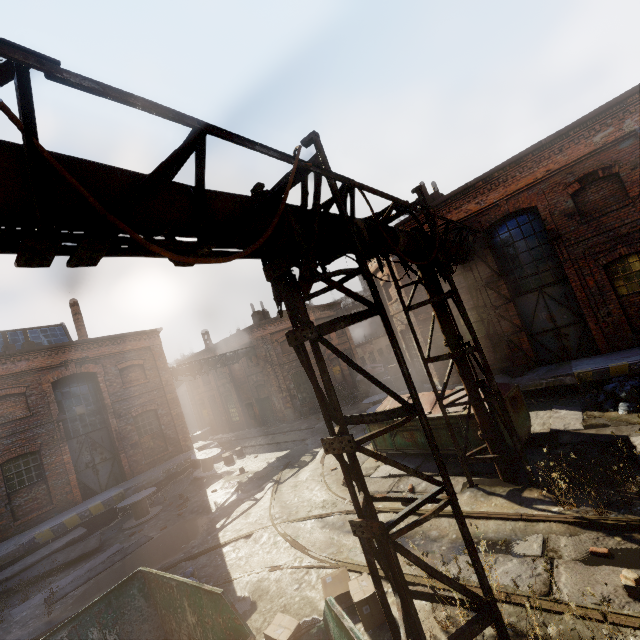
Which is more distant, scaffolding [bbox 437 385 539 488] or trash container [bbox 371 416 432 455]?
trash container [bbox 371 416 432 455]

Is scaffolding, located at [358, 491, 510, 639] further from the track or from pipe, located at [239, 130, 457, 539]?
the track

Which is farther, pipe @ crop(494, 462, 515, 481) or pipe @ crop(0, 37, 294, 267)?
pipe @ crop(494, 462, 515, 481)

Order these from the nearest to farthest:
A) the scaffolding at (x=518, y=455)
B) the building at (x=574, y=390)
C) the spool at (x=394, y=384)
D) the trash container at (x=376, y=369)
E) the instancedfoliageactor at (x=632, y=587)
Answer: the instancedfoliageactor at (x=632, y=587) → the scaffolding at (x=518, y=455) → the building at (x=574, y=390) → the spool at (x=394, y=384) → the trash container at (x=376, y=369)

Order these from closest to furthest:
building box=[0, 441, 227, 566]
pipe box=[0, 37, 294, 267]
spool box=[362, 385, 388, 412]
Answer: pipe box=[0, 37, 294, 267] < building box=[0, 441, 227, 566] < spool box=[362, 385, 388, 412]

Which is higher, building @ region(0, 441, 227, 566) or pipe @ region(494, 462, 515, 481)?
building @ region(0, 441, 227, 566)

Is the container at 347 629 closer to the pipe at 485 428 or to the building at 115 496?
the pipe at 485 428

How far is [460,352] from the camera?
7.28m
